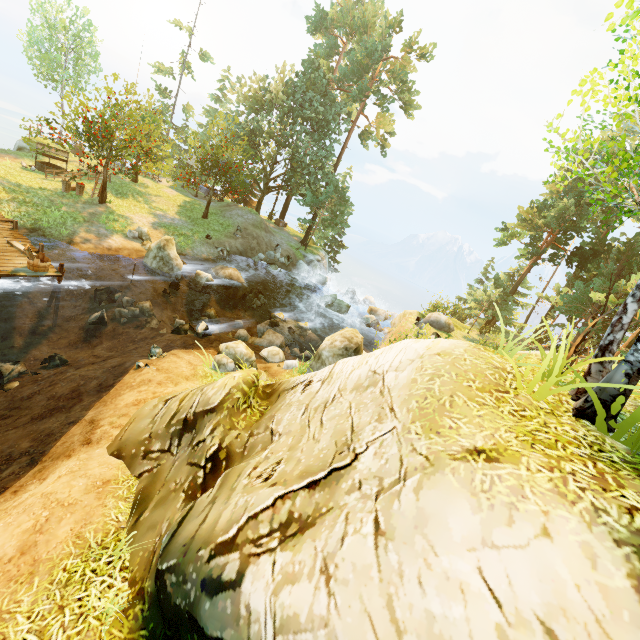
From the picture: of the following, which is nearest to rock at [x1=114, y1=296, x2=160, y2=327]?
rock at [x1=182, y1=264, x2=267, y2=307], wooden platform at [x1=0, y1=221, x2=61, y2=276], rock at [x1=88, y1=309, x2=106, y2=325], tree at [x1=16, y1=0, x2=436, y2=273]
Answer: rock at [x1=88, y1=309, x2=106, y2=325]

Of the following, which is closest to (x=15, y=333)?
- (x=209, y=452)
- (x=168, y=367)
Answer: (x=168, y=367)

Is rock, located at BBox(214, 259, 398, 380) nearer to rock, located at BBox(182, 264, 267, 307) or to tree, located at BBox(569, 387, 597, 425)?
rock, located at BBox(182, 264, 267, 307)

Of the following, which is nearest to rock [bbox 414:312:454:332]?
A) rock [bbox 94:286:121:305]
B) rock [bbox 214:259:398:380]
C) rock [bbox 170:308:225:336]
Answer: rock [bbox 214:259:398:380]

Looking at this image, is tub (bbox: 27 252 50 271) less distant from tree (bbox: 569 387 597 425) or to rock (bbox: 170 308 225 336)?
rock (bbox: 170 308 225 336)

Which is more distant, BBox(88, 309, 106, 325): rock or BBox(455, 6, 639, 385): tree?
BBox(88, 309, 106, 325): rock

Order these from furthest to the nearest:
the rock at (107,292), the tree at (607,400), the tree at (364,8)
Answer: the tree at (364,8), the rock at (107,292), the tree at (607,400)

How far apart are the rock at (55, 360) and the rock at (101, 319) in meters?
2.2
